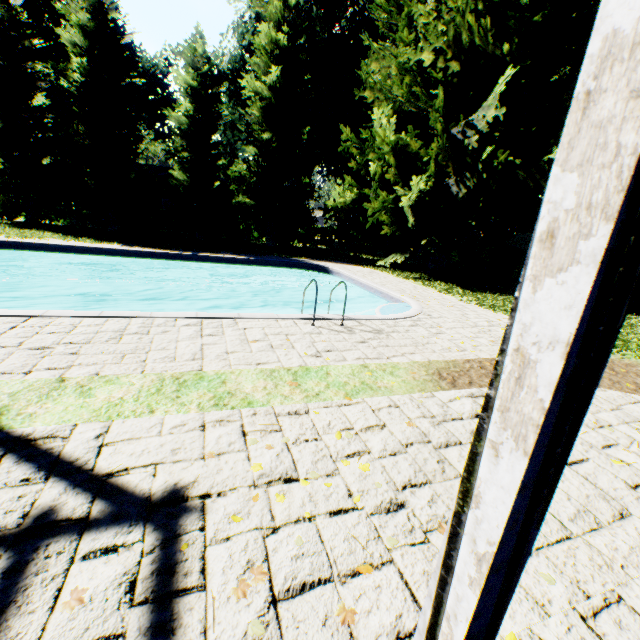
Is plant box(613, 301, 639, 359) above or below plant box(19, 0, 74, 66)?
below

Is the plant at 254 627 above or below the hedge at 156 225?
below

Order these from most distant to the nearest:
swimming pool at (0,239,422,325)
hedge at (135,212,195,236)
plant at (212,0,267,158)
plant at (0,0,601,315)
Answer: plant at (212,0,267,158) < hedge at (135,212,195,236) < plant at (0,0,601,315) < swimming pool at (0,239,422,325)

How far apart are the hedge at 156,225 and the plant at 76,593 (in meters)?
25.82

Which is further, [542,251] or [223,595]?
[223,595]

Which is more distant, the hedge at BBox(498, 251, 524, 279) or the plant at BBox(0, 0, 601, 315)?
the hedge at BBox(498, 251, 524, 279)

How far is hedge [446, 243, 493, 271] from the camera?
24.2 meters
